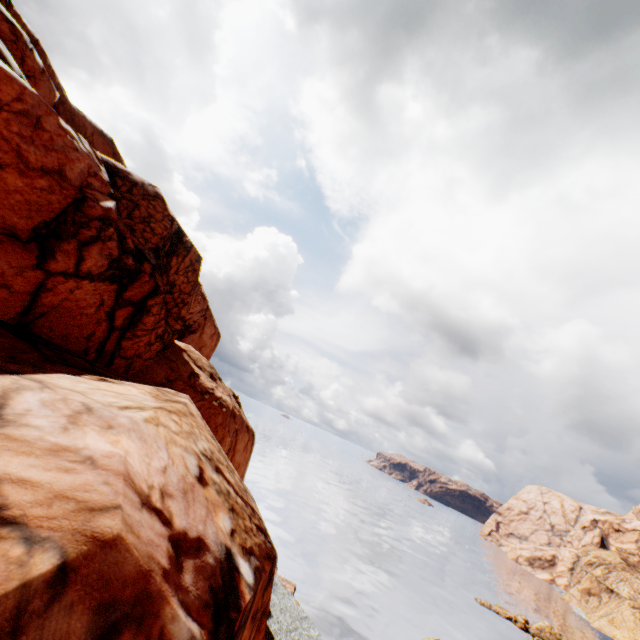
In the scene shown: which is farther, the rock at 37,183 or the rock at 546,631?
the rock at 546,631

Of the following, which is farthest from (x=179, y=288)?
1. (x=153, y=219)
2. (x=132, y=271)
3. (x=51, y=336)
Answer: (x=51, y=336)

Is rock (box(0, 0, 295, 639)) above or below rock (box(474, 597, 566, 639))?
above

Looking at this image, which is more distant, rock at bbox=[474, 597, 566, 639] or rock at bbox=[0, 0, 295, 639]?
rock at bbox=[474, 597, 566, 639]

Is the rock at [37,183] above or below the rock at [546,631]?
above
